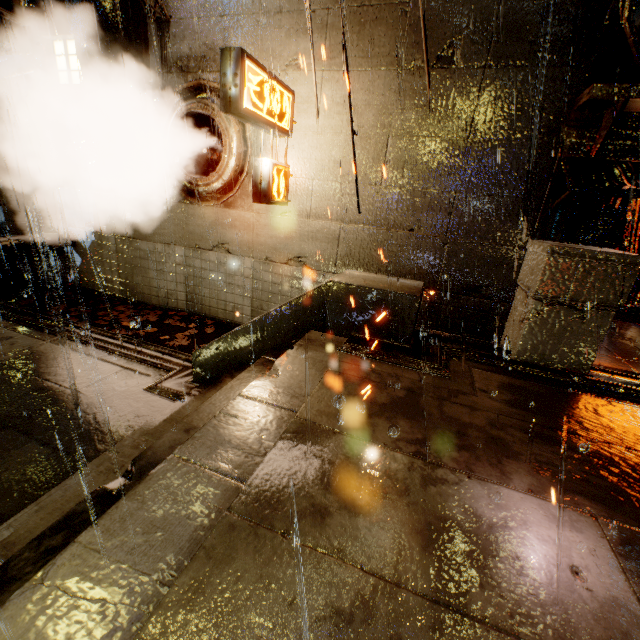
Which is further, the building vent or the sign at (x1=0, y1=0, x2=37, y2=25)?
the building vent

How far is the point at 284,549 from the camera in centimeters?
155cm

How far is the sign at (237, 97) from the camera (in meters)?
4.87

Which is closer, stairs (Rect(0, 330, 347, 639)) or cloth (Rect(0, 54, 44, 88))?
stairs (Rect(0, 330, 347, 639))

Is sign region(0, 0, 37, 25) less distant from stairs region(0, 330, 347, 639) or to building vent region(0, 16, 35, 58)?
building vent region(0, 16, 35, 58)

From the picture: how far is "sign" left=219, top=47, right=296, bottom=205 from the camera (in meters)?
4.87

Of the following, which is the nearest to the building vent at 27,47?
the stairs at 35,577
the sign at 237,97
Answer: the sign at 237,97

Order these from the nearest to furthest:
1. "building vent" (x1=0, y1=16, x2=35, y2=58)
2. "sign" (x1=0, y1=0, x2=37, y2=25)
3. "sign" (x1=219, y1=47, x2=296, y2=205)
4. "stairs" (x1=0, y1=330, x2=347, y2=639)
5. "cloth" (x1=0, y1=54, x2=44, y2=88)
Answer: "stairs" (x1=0, y1=330, x2=347, y2=639) → "sign" (x1=219, y1=47, x2=296, y2=205) → "sign" (x1=0, y1=0, x2=37, y2=25) → "cloth" (x1=0, y1=54, x2=44, y2=88) → "building vent" (x1=0, y1=16, x2=35, y2=58)
